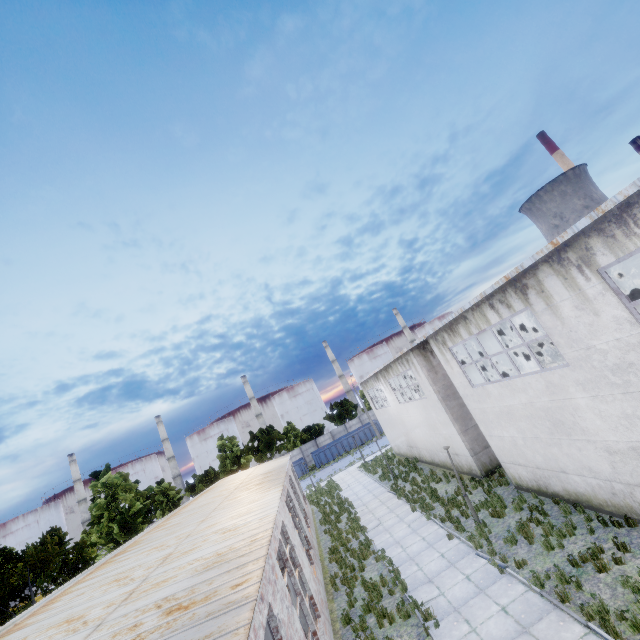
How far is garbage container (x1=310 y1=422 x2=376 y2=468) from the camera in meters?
48.5

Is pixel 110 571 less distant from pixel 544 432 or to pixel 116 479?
pixel 544 432

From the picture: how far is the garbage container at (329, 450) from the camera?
48.5m
